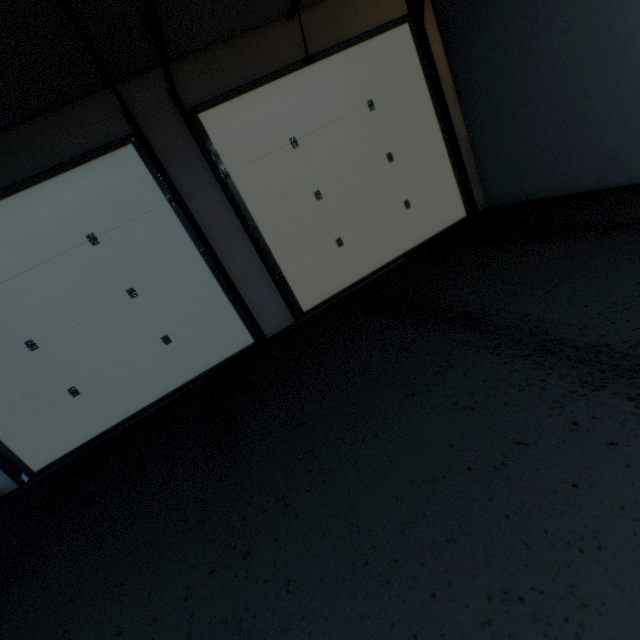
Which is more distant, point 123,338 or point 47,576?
point 123,338
